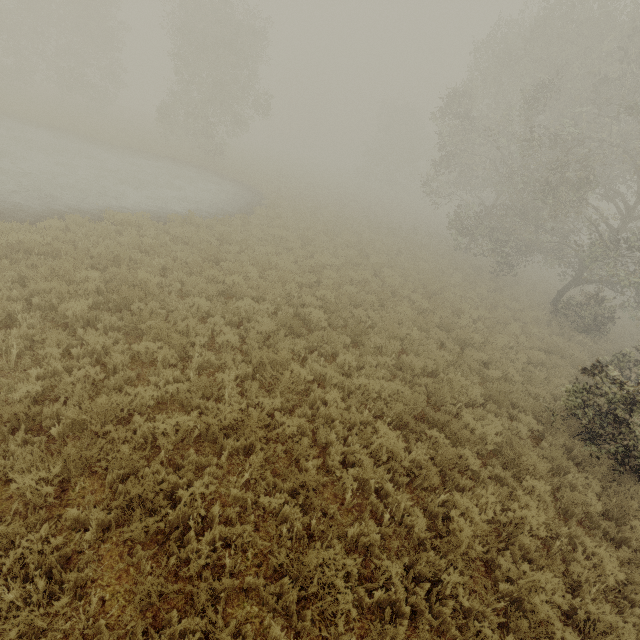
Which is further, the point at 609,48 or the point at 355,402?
the point at 609,48
